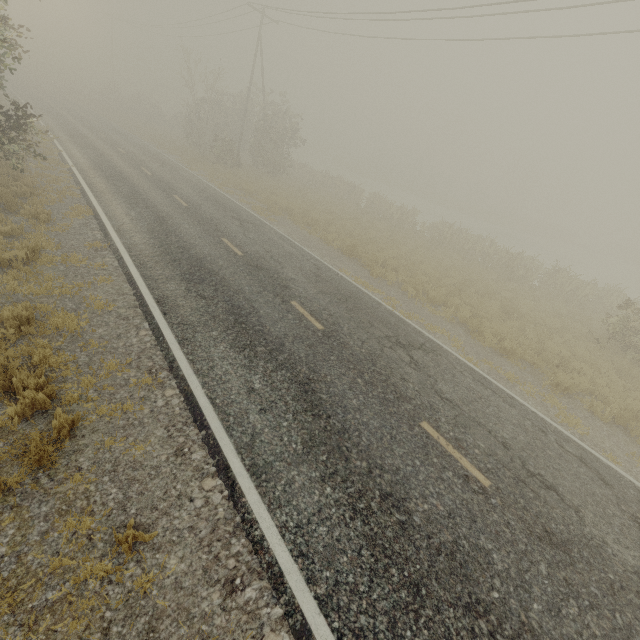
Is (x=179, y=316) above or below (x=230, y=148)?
below
